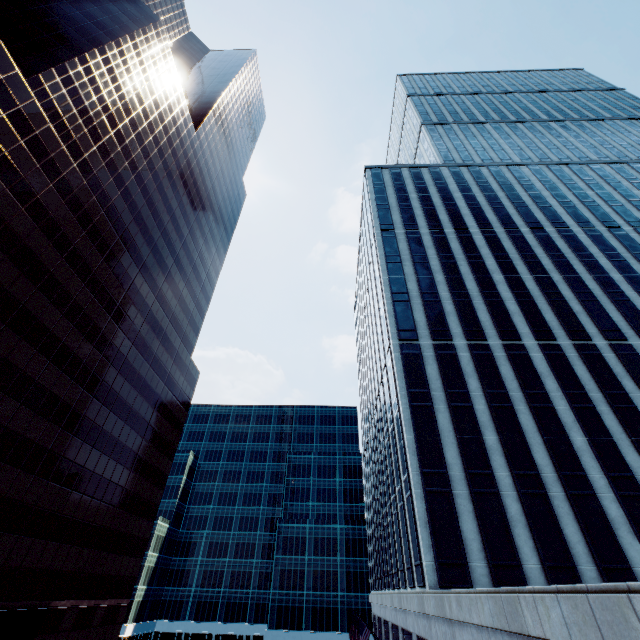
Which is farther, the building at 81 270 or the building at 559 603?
the building at 81 270

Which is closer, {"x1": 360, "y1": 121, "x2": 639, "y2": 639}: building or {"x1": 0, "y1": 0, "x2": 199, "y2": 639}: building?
{"x1": 360, "y1": 121, "x2": 639, "y2": 639}: building

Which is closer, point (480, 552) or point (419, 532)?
point (480, 552)
